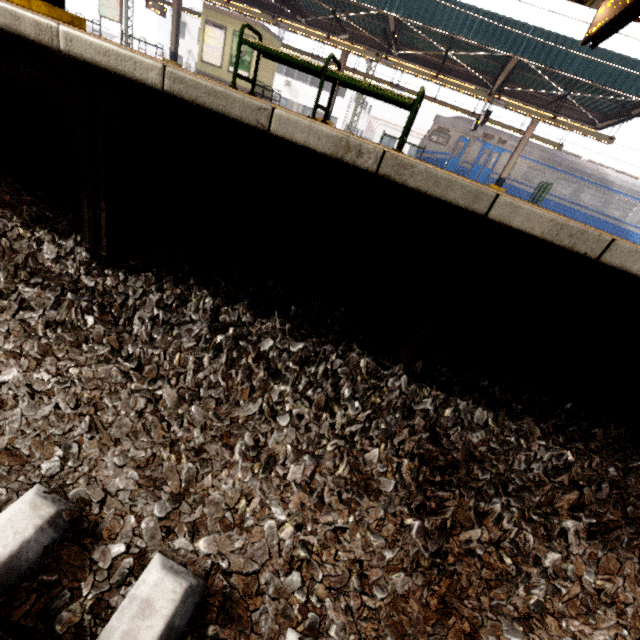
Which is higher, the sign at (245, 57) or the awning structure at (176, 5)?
the awning structure at (176, 5)

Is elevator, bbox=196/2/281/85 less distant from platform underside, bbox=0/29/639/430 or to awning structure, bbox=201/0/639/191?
awning structure, bbox=201/0/639/191

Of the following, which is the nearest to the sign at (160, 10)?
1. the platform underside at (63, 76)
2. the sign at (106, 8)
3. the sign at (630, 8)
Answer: the sign at (106, 8)

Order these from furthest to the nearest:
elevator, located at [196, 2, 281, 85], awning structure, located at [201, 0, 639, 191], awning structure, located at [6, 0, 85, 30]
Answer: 1. elevator, located at [196, 2, 281, 85]
2. awning structure, located at [201, 0, 639, 191]
3. awning structure, located at [6, 0, 85, 30]

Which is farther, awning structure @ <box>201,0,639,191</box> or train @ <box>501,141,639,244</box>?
train @ <box>501,141,639,244</box>

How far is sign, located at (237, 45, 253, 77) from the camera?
16.3 meters

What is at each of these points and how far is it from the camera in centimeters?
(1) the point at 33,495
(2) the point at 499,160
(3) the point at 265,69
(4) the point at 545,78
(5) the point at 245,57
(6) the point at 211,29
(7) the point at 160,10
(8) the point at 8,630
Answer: (1) train track, 107cm
(2) train, 1891cm
(3) elevator, 1747cm
(4) awning structure, 1213cm
(5) sign, 1647cm
(6) sign, 1639cm
(7) sign, 1936cm
(8) train track, 83cm

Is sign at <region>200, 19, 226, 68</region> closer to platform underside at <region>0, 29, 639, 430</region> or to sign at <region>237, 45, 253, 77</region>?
sign at <region>237, 45, 253, 77</region>
